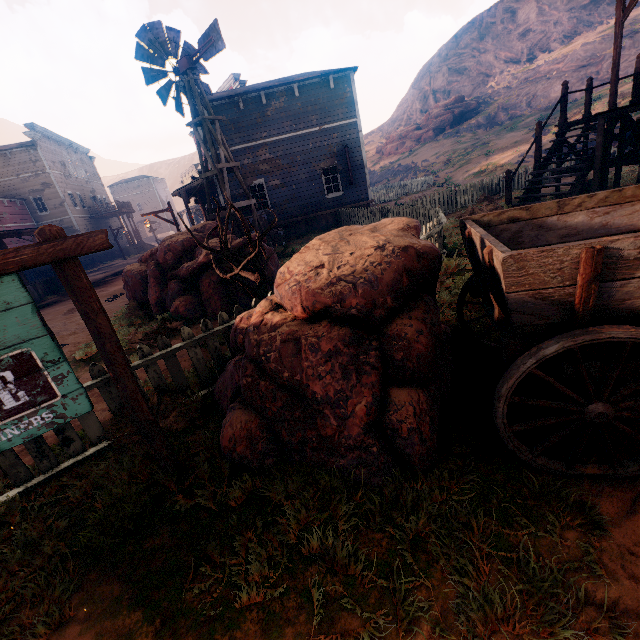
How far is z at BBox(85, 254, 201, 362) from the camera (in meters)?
6.50

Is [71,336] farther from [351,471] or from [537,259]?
[537,259]

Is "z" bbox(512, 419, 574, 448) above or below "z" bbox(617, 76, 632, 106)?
below

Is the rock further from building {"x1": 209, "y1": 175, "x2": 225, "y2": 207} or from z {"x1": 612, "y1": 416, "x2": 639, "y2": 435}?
building {"x1": 209, "y1": 175, "x2": 225, "y2": 207}

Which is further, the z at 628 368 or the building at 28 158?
the building at 28 158

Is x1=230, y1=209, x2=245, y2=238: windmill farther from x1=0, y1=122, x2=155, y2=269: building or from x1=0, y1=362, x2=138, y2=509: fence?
x1=0, y1=362, x2=138, y2=509: fence

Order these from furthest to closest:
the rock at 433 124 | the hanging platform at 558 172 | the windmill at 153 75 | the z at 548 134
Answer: the rock at 433 124
the z at 548 134
the windmill at 153 75
the hanging platform at 558 172

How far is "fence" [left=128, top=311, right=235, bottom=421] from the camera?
3.72m
